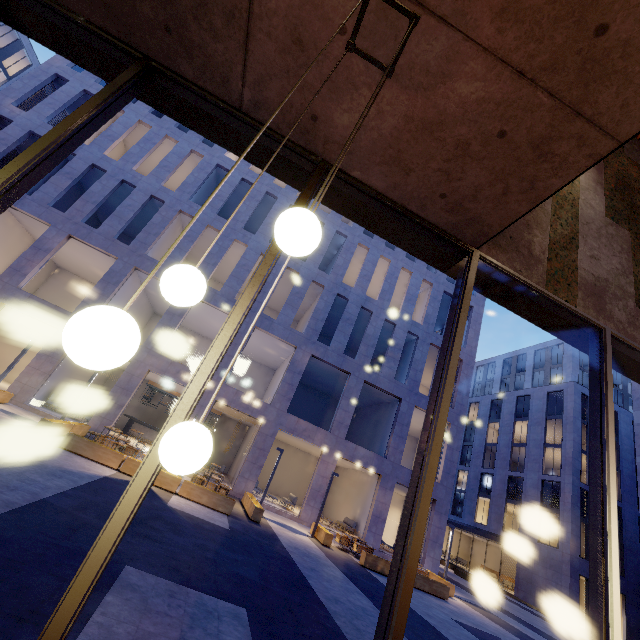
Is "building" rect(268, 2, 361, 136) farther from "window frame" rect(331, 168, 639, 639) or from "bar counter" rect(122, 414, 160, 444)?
"bar counter" rect(122, 414, 160, 444)

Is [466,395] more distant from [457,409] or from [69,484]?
[69,484]

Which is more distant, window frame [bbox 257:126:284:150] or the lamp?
window frame [bbox 257:126:284:150]

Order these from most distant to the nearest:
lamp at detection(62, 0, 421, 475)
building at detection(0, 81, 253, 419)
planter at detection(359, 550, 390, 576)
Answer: building at detection(0, 81, 253, 419) → planter at detection(359, 550, 390, 576) → lamp at detection(62, 0, 421, 475)

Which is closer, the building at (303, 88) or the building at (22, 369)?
the building at (303, 88)

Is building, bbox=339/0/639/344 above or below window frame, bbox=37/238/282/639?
above

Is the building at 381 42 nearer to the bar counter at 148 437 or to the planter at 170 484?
the planter at 170 484
